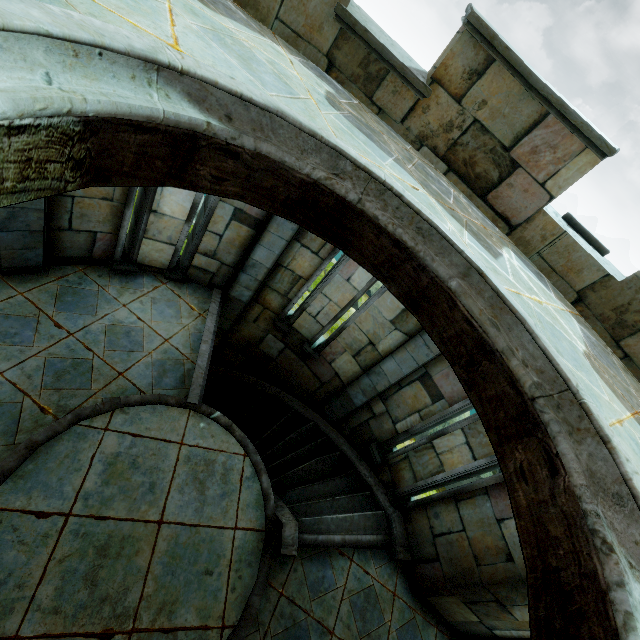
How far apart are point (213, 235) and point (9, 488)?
4.42m
